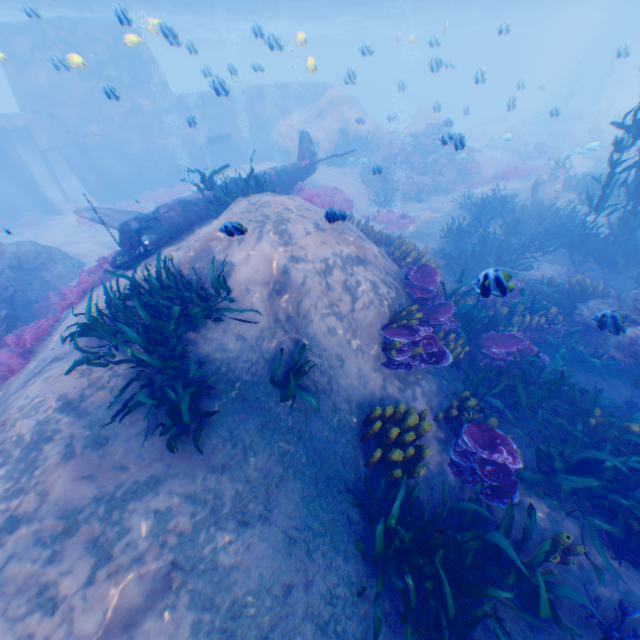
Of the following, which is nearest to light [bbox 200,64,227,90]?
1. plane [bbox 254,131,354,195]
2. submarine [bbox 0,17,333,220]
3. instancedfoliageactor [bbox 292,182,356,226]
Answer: submarine [bbox 0,17,333,220]

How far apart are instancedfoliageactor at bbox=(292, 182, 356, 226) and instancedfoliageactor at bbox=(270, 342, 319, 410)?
8.3 meters

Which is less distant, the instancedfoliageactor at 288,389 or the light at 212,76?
the instancedfoliageactor at 288,389

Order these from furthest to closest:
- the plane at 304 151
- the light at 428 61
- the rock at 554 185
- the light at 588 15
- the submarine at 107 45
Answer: the light at 588 15, the submarine at 107 45, the rock at 554 185, the light at 428 61, the plane at 304 151

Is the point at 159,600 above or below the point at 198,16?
below

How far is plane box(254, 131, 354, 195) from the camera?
12.4m

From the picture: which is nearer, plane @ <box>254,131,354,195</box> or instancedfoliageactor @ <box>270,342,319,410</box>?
instancedfoliageactor @ <box>270,342,319,410</box>

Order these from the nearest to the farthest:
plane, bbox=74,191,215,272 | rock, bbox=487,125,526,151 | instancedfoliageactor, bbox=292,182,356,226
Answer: plane, bbox=74,191,215,272 < instancedfoliageactor, bbox=292,182,356,226 < rock, bbox=487,125,526,151
